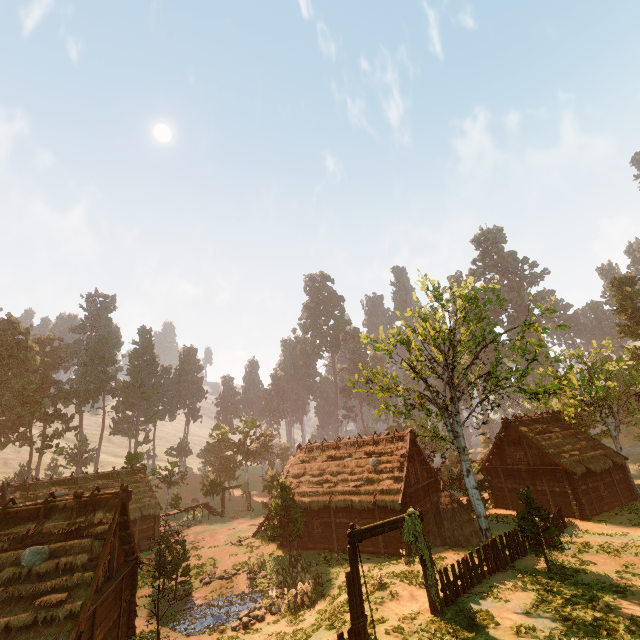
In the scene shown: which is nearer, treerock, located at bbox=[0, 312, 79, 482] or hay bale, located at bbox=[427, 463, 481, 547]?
hay bale, located at bbox=[427, 463, 481, 547]

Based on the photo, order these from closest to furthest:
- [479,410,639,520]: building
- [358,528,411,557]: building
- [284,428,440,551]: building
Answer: [358,528,411,557]: building < [284,428,440,551]: building < [479,410,639,520]: building

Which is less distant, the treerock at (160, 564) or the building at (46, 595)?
the building at (46, 595)

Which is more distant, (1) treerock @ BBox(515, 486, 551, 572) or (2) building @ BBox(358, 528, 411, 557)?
(2) building @ BBox(358, 528, 411, 557)

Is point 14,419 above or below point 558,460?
above

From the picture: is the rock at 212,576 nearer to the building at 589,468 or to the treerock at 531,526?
the treerock at 531,526

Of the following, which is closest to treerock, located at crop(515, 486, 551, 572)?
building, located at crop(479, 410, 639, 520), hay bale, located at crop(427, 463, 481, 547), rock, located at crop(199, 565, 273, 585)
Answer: building, located at crop(479, 410, 639, 520)

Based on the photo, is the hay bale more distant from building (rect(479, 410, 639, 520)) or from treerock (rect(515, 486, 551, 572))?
building (rect(479, 410, 639, 520))
